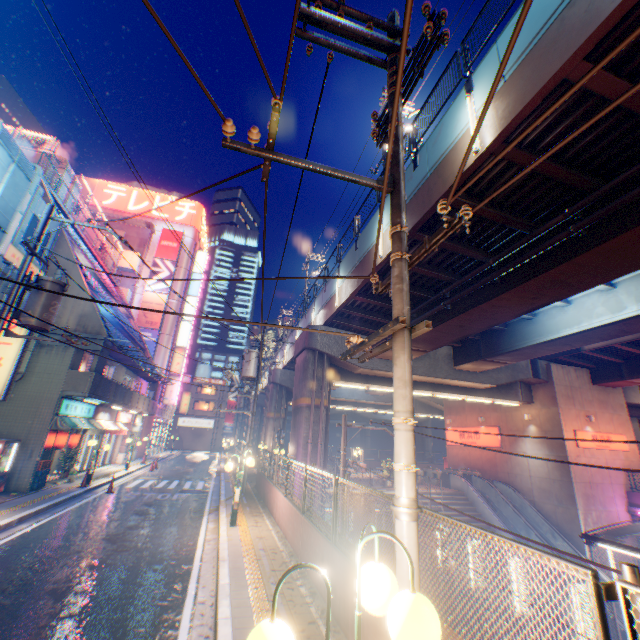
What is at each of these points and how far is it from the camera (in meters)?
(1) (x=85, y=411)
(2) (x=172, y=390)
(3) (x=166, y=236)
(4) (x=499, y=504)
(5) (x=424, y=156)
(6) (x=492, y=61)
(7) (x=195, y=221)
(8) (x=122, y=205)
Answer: (1) sign, 18.12
(2) sign, 37.84
(3) billboard, 40.97
(4) escalator, 21.73
(5) overpass support, 9.91
(6) overpass support, 7.43
(7) signboard, 43.72
(8) signboard, 41.50

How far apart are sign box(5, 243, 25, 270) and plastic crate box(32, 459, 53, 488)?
7.9 meters

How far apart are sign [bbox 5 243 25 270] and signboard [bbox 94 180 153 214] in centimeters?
2996cm

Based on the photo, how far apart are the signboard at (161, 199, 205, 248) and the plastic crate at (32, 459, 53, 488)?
33.9 meters

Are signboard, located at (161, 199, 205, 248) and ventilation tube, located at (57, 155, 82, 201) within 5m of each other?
no

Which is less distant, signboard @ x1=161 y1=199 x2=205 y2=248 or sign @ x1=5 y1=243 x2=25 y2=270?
sign @ x1=5 y1=243 x2=25 y2=270

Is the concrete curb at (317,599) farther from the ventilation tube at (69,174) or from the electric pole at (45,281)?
the ventilation tube at (69,174)

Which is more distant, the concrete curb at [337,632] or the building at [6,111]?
the building at [6,111]
